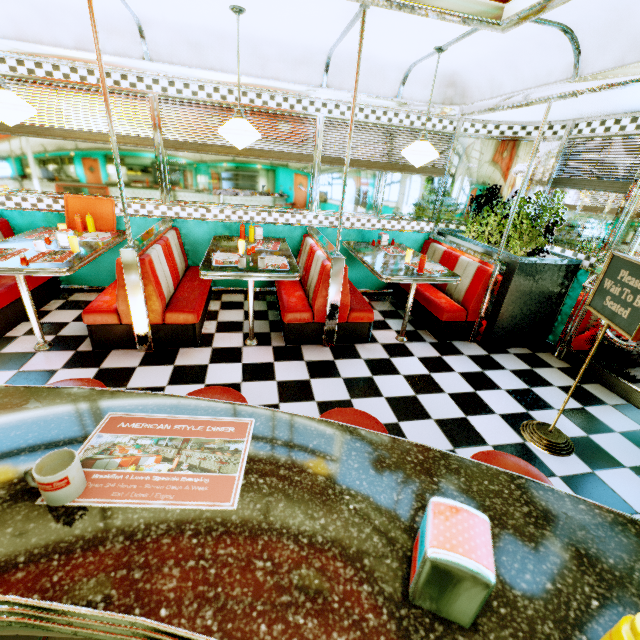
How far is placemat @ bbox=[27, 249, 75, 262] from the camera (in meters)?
2.97

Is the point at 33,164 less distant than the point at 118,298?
No

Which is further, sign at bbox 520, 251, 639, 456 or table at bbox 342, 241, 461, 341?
table at bbox 342, 241, 461, 341

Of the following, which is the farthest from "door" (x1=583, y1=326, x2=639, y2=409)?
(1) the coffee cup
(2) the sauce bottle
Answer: (1) the coffee cup

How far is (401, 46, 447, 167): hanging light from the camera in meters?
3.3 m

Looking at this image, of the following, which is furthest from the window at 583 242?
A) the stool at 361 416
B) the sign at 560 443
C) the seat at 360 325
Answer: the stool at 361 416

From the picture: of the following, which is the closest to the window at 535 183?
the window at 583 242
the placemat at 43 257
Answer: the window at 583 242

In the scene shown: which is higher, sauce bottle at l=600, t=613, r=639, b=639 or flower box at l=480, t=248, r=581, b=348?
sauce bottle at l=600, t=613, r=639, b=639
